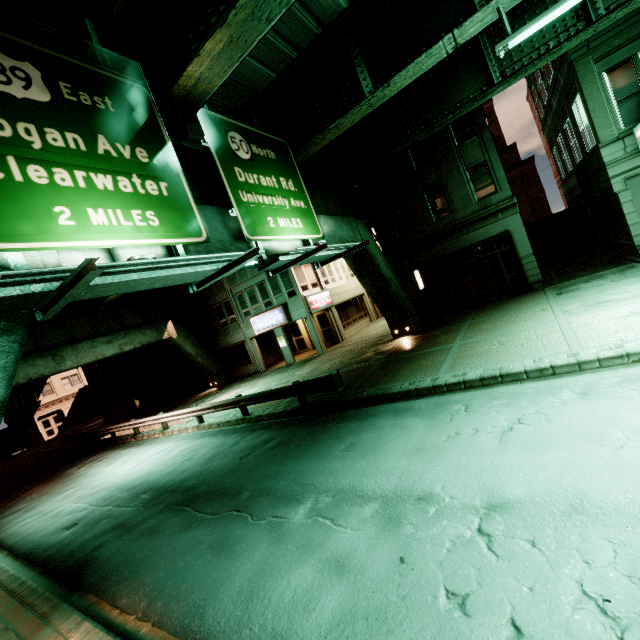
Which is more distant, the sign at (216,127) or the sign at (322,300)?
the sign at (322,300)

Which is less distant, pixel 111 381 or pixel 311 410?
pixel 311 410

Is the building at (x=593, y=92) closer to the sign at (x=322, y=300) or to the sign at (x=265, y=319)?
the sign at (x=322, y=300)

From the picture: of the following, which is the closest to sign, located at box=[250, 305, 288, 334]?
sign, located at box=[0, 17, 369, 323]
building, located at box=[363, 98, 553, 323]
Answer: building, located at box=[363, 98, 553, 323]

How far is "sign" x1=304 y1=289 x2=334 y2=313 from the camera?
23.8 meters

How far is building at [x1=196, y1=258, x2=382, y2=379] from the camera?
24.34m

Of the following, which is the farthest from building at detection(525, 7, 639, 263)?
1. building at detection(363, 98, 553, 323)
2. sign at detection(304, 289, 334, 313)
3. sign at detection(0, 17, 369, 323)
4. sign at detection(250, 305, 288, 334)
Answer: sign at detection(250, 305, 288, 334)

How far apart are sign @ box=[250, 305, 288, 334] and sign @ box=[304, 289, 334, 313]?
1.7m
